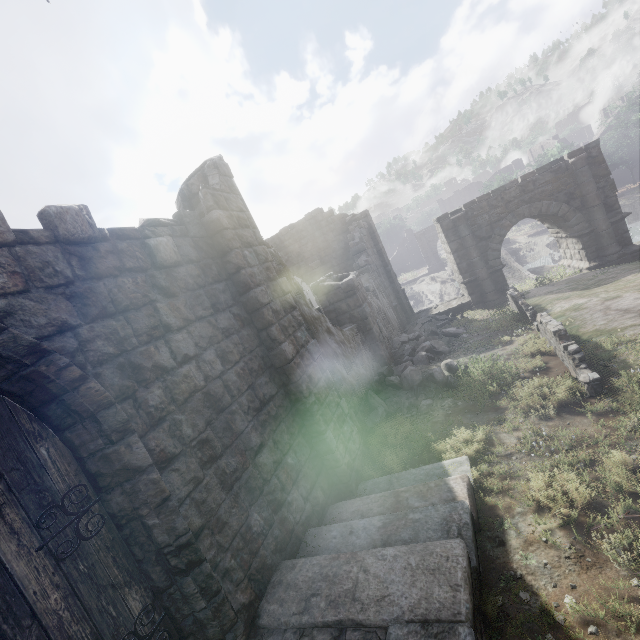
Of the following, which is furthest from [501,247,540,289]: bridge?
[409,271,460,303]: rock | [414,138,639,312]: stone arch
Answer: [414,138,639,312]: stone arch

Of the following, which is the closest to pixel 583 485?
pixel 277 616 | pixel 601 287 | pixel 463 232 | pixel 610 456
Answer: pixel 610 456

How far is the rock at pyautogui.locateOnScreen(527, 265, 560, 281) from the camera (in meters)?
16.88

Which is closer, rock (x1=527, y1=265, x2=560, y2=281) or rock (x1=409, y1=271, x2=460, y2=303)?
rock (x1=527, y1=265, x2=560, y2=281)

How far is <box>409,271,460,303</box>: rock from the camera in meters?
38.8 m

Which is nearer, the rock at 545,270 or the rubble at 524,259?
the rock at 545,270

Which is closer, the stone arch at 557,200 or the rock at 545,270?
the stone arch at 557,200

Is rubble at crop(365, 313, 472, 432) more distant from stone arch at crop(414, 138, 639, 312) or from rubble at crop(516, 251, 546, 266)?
rubble at crop(516, 251, 546, 266)
